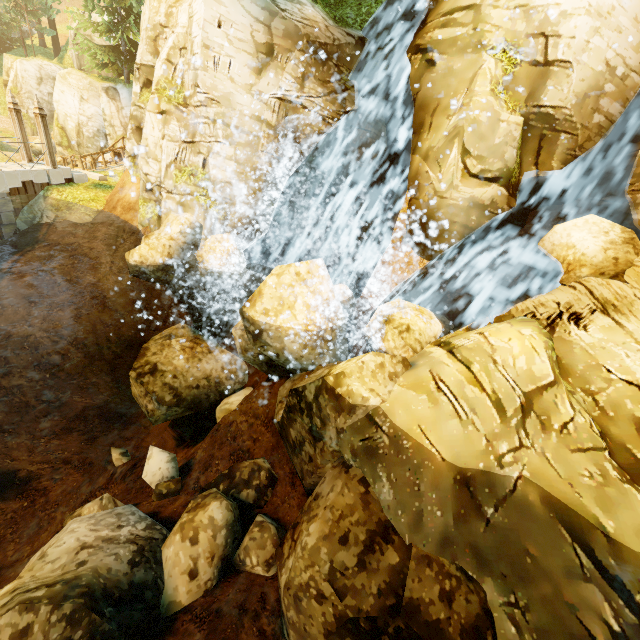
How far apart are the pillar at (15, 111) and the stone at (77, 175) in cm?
92

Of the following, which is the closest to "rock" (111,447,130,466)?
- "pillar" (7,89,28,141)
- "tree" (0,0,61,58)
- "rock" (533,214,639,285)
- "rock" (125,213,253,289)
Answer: "rock" (125,213,253,289)

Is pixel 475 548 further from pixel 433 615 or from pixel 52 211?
pixel 52 211

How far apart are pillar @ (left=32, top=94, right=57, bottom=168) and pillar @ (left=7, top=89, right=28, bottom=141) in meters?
1.0 m

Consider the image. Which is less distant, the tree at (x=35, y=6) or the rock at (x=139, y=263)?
the rock at (x=139, y=263)

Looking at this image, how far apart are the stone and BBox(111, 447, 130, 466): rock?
12.9m

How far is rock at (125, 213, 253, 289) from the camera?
9.5m

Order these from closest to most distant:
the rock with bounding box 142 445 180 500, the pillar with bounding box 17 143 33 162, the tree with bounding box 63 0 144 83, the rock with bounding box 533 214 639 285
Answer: the rock with bounding box 533 214 639 285
the rock with bounding box 142 445 180 500
the pillar with bounding box 17 143 33 162
the tree with bounding box 63 0 144 83
